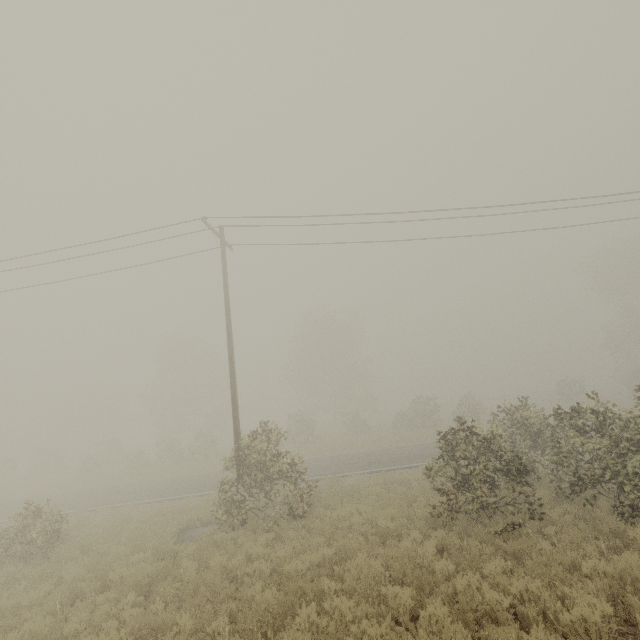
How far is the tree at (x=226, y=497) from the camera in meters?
11.7 m

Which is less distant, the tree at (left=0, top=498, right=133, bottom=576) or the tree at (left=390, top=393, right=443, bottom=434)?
the tree at (left=0, top=498, right=133, bottom=576)

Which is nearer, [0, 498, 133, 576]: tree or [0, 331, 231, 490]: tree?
[0, 498, 133, 576]: tree

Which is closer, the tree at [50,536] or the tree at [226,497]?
the tree at [50,536]

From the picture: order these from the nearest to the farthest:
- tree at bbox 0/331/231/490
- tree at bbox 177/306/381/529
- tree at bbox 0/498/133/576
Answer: tree at bbox 0/498/133/576 → tree at bbox 177/306/381/529 → tree at bbox 0/331/231/490

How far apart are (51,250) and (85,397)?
56.5m
